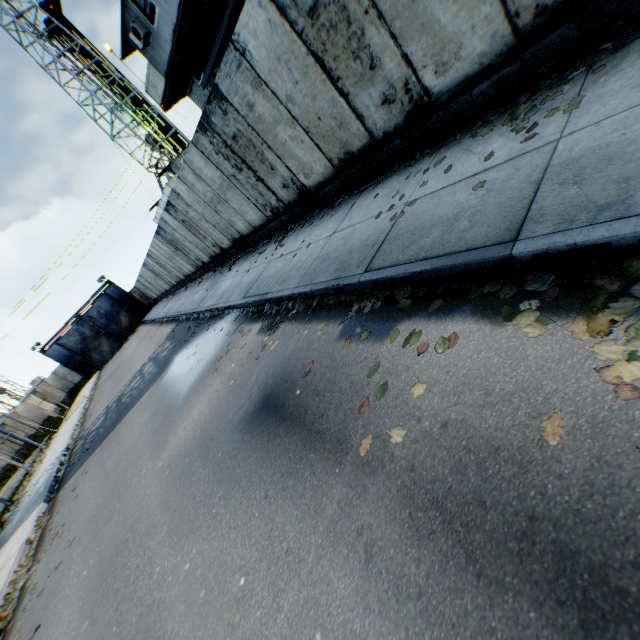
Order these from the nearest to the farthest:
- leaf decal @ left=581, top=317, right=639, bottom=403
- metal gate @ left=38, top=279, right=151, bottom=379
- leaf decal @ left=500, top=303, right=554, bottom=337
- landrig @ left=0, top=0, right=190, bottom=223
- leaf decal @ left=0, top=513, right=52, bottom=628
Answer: leaf decal @ left=581, top=317, right=639, bottom=403 → leaf decal @ left=500, top=303, right=554, bottom=337 → leaf decal @ left=0, top=513, right=52, bottom=628 → landrig @ left=0, top=0, right=190, bottom=223 → metal gate @ left=38, top=279, right=151, bottom=379

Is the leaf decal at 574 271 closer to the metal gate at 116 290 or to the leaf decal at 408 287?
the leaf decal at 408 287

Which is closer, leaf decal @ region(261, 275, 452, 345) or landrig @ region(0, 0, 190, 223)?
leaf decal @ region(261, 275, 452, 345)

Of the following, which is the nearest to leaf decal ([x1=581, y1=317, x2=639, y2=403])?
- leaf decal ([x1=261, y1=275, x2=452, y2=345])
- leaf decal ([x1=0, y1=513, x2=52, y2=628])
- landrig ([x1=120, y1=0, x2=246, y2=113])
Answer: leaf decal ([x1=261, y1=275, x2=452, y2=345])

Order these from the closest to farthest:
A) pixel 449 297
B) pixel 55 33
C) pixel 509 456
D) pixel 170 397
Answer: pixel 509 456, pixel 449 297, pixel 170 397, pixel 55 33

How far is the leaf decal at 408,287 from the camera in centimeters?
333cm

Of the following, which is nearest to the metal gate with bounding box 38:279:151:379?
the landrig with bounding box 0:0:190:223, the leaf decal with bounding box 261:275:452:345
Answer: the landrig with bounding box 0:0:190:223
